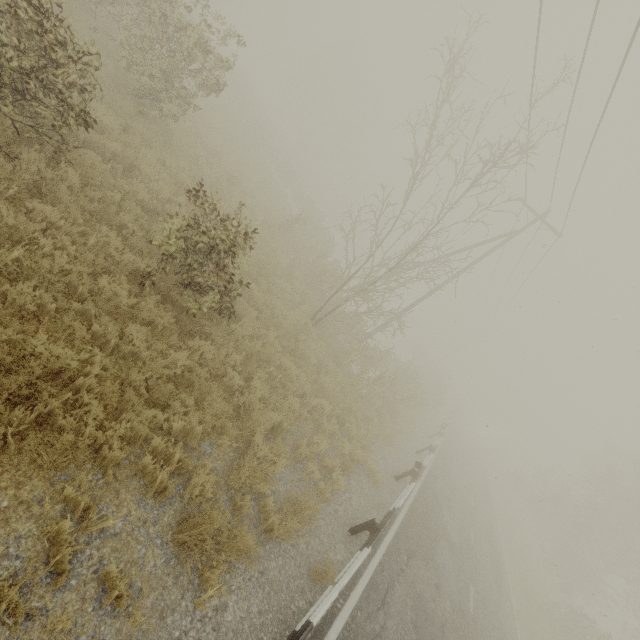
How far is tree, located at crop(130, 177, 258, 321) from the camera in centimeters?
625cm

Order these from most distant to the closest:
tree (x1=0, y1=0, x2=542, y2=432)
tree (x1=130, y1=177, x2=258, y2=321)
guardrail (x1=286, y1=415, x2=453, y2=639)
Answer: tree (x1=130, y1=177, x2=258, y2=321)
tree (x1=0, y1=0, x2=542, y2=432)
guardrail (x1=286, y1=415, x2=453, y2=639)

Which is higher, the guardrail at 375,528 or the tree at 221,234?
the tree at 221,234

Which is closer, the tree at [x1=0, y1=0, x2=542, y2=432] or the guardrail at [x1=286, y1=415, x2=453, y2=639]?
the guardrail at [x1=286, y1=415, x2=453, y2=639]

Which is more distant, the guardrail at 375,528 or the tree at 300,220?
the tree at 300,220

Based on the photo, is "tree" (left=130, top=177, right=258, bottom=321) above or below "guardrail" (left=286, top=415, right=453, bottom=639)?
above

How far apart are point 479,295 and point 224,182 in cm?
1638

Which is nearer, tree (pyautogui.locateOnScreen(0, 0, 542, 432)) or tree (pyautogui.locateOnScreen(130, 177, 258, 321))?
tree (pyautogui.locateOnScreen(0, 0, 542, 432))
